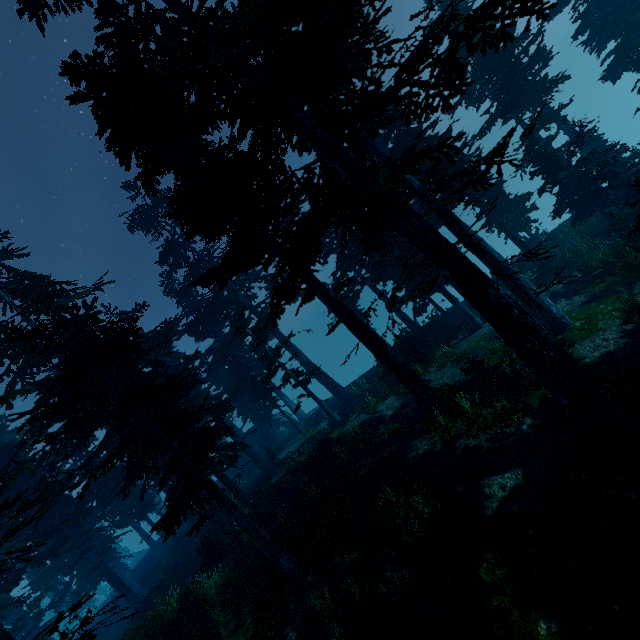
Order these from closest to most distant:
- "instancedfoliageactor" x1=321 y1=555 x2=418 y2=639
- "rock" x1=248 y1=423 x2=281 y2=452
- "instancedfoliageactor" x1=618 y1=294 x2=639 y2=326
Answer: A: "instancedfoliageactor" x1=321 y1=555 x2=418 y2=639 < "instancedfoliageactor" x1=618 y1=294 x2=639 y2=326 < "rock" x1=248 y1=423 x2=281 y2=452

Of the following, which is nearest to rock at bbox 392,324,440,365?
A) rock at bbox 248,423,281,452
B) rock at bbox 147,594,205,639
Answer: rock at bbox 147,594,205,639

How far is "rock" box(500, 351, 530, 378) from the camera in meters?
12.7 m

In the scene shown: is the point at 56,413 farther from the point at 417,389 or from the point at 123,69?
the point at 417,389

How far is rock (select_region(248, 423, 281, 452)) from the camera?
37.5 meters

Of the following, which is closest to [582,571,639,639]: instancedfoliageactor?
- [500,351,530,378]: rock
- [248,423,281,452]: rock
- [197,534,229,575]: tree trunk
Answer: [248,423,281,452]: rock

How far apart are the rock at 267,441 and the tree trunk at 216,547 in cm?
1756

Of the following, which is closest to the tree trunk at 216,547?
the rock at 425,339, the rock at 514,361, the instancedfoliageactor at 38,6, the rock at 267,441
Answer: the instancedfoliageactor at 38,6
